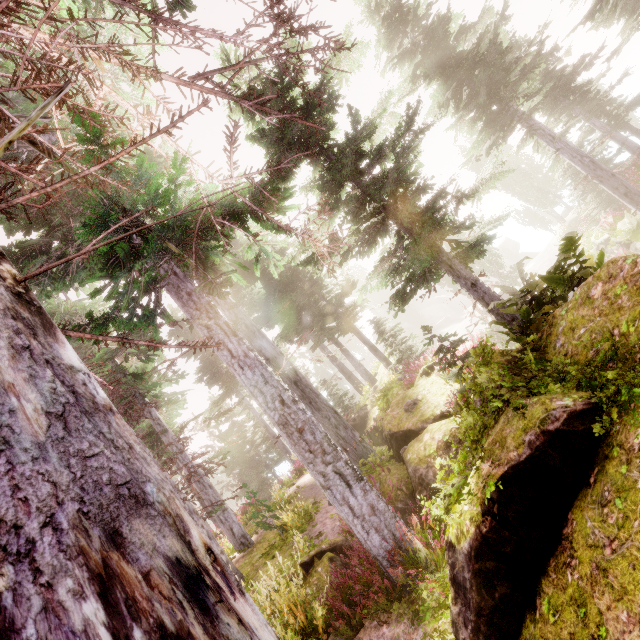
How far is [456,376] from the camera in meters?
7.8 m

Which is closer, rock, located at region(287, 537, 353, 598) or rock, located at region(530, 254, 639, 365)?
rock, located at region(530, 254, 639, 365)

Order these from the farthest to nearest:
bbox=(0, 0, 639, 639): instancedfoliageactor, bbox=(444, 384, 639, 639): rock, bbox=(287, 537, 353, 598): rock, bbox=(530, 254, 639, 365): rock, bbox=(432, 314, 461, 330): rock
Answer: bbox=(432, 314, 461, 330): rock, bbox=(287, 537, 353, 598): rock, bbox=(530, 254, 639, 365): rock, bbox=(444, 384, 639, 639): rock, bbox=(0, 0, 639, 639): instancedfoliageactor

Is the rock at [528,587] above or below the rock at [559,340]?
below

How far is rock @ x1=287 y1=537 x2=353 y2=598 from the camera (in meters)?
6.44

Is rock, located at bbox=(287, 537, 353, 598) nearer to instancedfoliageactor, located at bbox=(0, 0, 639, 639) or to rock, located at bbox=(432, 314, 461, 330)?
instancedfoliageactor, located at bbox=(0, 0, 639, 639)

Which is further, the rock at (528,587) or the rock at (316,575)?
the rock at (316,575)

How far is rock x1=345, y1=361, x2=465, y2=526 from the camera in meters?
6.5 m
